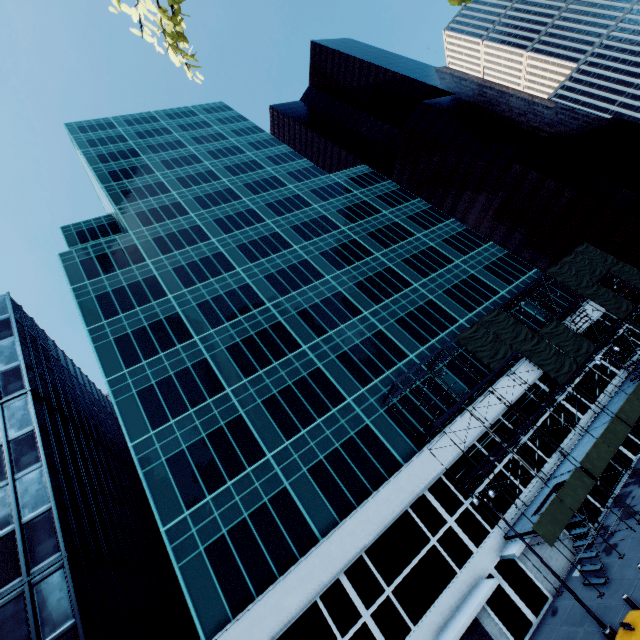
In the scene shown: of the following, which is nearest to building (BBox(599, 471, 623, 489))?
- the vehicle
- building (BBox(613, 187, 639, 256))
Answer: the vehicle

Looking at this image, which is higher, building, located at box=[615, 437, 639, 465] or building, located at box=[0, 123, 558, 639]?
building, located at box=[0, 123, 558, 639]

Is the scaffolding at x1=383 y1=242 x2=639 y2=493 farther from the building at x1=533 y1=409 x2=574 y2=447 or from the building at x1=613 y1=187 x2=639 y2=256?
the building at x1=613 y1=187 x2=639 y2=256

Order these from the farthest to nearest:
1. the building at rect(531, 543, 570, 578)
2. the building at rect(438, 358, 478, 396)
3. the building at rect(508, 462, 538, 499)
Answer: the building at rect(438, 358, 478, 396) → the building at rect(508, 462, 538, 499) → the building at rect(531, 543, 570, 578)

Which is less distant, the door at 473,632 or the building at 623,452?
the door at 473,632

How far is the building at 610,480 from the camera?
24.7m

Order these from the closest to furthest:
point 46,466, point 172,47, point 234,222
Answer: point 172,47, point 46,466, point 234,222
